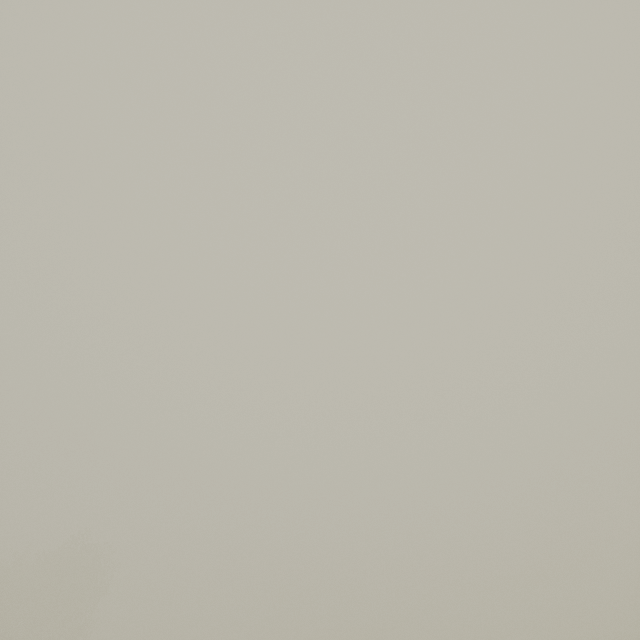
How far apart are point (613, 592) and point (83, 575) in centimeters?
5986cm
